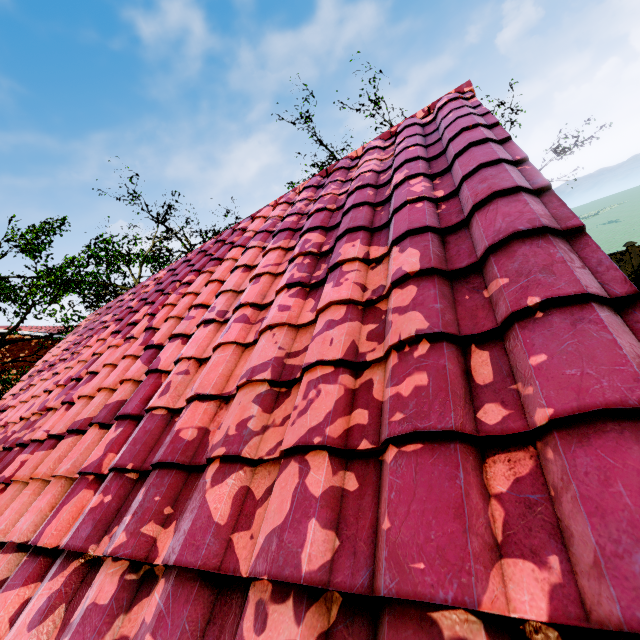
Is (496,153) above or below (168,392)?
above

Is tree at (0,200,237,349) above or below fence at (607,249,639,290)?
above

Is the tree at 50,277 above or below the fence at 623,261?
above
